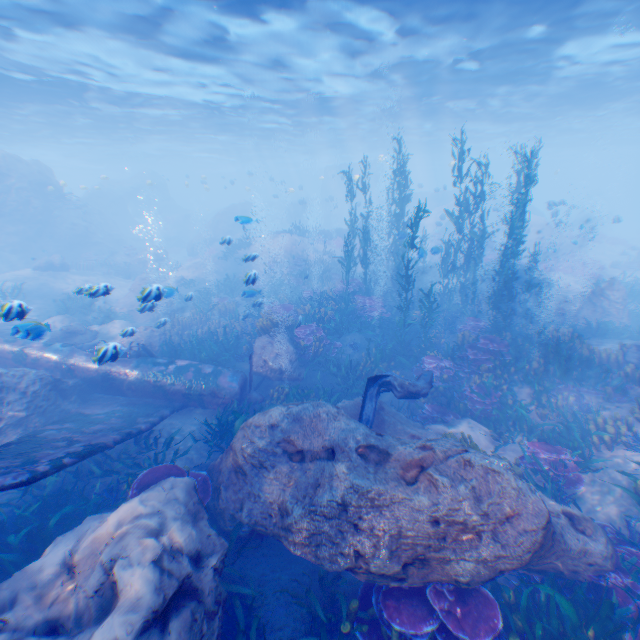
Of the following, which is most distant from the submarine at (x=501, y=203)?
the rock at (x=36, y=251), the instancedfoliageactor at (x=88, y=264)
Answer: the instancedfoliageactor at (x=88, y=264)

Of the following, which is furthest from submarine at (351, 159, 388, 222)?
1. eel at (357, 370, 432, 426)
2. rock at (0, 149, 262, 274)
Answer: eel at (357, 370, 432, 426)

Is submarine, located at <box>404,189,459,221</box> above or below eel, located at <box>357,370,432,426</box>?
above

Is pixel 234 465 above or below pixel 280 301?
above

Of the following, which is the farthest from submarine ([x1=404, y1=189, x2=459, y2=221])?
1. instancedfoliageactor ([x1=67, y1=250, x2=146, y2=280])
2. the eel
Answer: instancedfoliageactor ([x1=67, y1=250, x2=146, y2=280])

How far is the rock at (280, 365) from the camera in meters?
11.7

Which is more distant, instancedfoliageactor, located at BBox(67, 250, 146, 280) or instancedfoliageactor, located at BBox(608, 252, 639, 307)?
instancedfoliageactor, located at BBox(67, 250, 146, 280)

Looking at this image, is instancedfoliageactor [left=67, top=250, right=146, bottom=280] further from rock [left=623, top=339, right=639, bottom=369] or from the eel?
the eel
